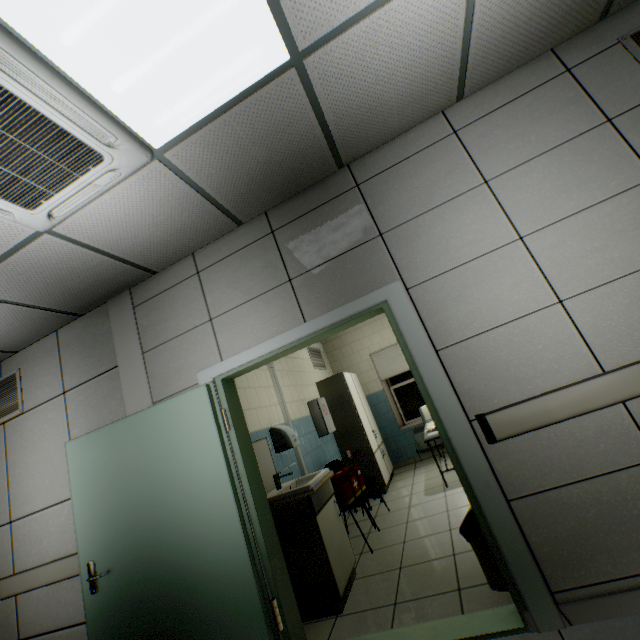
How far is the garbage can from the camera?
2.2m

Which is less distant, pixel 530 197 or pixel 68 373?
pixel 530 197

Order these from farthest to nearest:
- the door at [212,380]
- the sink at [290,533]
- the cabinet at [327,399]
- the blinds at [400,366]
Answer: the blinds at [400,366] → the cabinet at [327,399] → the sink at [290,533] → the door at [212,380]

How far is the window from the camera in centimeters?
695cm

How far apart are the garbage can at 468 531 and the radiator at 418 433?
4.2 meters

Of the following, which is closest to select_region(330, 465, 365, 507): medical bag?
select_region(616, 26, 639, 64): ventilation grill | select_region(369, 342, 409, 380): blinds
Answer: select_region(369, 342, 409, 380): blinds

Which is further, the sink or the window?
the window

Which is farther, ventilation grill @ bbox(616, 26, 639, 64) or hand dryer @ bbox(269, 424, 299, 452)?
hand dryer @ bbox(269, 424, 299, 452)
